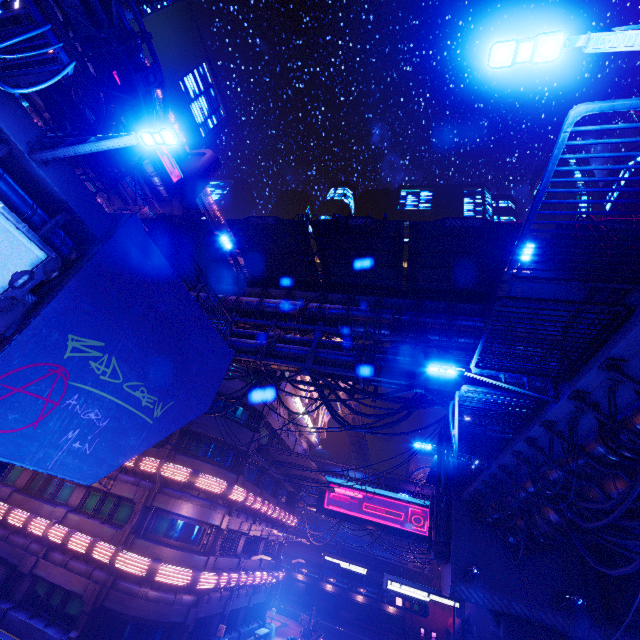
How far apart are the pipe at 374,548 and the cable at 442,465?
50.9 meters

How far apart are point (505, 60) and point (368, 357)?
12.09m

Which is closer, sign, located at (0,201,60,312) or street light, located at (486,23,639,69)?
street light, located at (486,23,639,69)

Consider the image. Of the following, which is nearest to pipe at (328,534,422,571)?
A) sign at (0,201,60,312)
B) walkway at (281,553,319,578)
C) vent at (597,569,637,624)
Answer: walkway at (281,553,319,578)

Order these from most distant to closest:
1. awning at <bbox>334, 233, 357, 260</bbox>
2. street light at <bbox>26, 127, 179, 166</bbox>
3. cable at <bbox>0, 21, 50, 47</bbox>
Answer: awning at <bbox>334, 233, 357, 260</bbox> < street light at <bbox>26, 127, 179, 166</bbox> < cable at <bbox>0, 21, 50, 47</bbox>

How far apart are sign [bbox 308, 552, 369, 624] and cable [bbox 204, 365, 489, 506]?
29.7 meters

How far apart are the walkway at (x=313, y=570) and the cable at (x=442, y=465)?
52.73m

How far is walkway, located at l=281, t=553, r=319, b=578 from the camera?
54.17m
